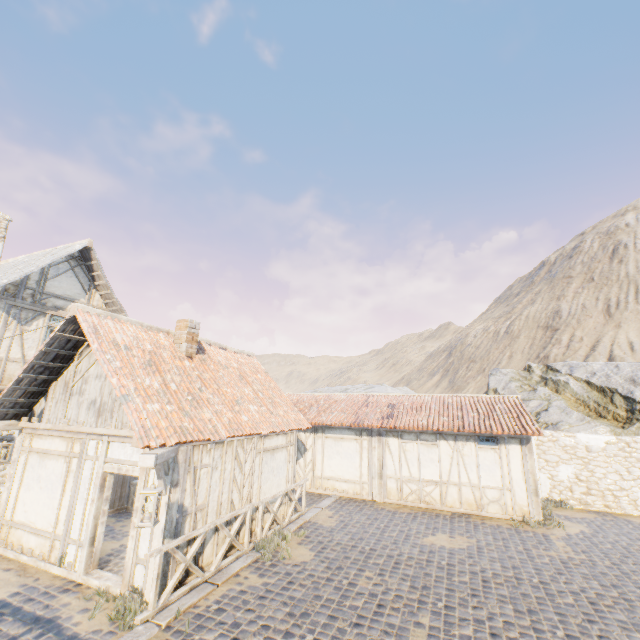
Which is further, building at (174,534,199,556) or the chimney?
the chimney

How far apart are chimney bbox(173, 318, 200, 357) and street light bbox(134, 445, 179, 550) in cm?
351

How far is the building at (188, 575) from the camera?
6.5 meters

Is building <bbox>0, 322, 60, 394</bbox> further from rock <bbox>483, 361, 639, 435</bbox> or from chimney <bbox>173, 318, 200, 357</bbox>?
rock <bbox>483, 361, 639, 435</bbox>

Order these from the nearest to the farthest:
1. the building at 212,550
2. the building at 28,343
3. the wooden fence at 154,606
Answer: the wooden fence at 154,606
the building at 212,550
the building at 28,343

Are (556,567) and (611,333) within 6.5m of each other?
no

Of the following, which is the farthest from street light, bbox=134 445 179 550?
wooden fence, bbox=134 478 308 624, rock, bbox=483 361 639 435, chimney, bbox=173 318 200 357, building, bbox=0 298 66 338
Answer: rock, bbox=483 361 639 435

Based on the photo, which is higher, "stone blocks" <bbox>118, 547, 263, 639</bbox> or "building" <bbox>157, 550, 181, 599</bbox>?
"building" <bbox>157, 550, 181, 599</bbox>
